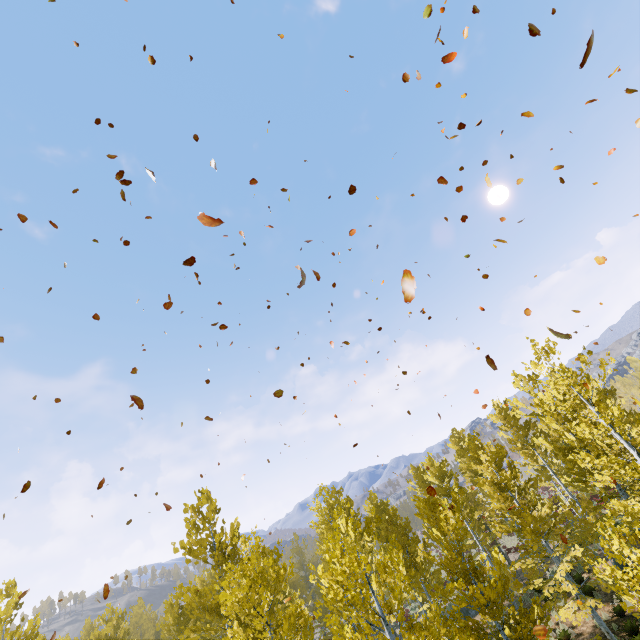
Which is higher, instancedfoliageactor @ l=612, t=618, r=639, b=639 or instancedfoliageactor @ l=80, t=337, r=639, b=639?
instancedfoliageactor @ l=80, t=337, r=639, b=639

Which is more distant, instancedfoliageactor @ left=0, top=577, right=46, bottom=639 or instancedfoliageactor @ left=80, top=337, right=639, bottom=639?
instancedfoliageactor @ left=0, top=577, right=46, bottom=639

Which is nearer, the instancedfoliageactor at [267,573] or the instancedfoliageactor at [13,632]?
the instancedfoliageactor at [267,573]

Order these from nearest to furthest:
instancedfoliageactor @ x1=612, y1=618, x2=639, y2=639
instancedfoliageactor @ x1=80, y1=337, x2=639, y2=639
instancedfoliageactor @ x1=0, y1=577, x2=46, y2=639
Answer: instancedfoliageactor @ x1=80, y1=337, x2=639, y2=639, instancedfoliageactor @ x1=612, y1=618, x2=639, y2=639, instancedfoliageactor @ x1=0, y1=577, x2=46, y2=639

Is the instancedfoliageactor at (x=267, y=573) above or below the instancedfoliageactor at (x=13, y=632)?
below

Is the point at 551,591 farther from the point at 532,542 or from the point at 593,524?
the point at 593,524
